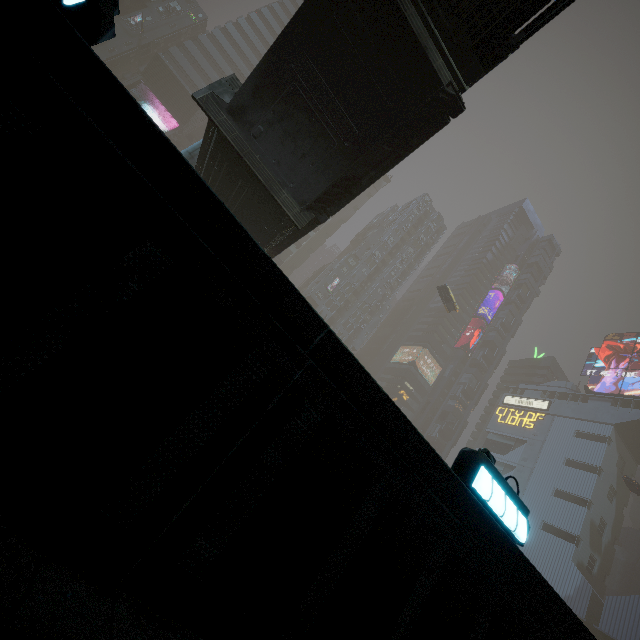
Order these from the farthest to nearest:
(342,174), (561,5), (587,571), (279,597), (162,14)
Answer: (162,14) → (587,571) → (342,174) → (561,5) → (279,597)

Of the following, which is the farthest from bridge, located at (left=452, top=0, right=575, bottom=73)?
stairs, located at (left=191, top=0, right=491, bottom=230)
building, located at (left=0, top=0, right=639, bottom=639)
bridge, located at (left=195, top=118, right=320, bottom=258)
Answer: bridge, located at (left=195, top=118, right=320, bottom=258)

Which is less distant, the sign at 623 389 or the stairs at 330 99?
the stairs at 330 99

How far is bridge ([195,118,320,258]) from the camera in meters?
12.5 m

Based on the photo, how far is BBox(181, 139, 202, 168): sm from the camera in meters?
15.8 m

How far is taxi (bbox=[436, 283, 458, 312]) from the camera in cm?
4559

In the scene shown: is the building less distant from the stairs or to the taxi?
the stairs

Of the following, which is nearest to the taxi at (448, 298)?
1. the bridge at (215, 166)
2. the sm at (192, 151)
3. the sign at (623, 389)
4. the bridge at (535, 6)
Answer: the sm at (192, 151)
